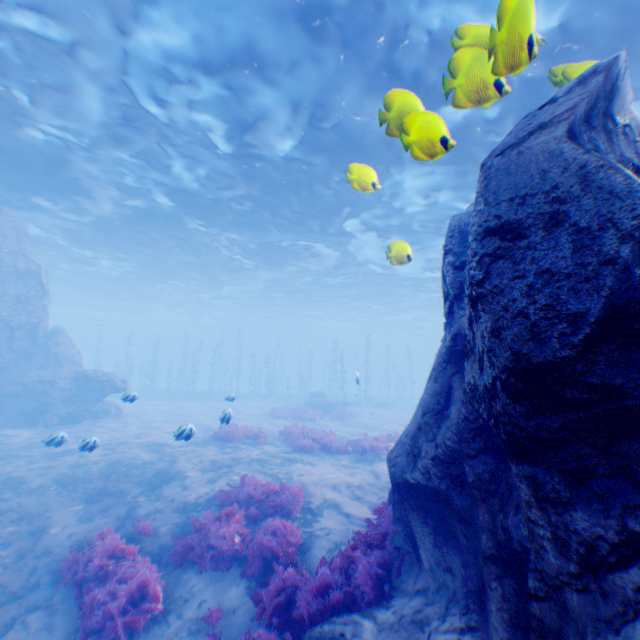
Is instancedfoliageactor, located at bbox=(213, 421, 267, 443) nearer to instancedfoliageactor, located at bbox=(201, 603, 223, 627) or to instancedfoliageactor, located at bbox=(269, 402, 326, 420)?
instancedfoliageactor, located at bbox=(269, 402, 326, 420)

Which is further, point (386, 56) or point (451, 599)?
point (386, 56)

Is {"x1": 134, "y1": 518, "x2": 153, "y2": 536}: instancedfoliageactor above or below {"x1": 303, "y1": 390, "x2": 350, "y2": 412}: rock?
below

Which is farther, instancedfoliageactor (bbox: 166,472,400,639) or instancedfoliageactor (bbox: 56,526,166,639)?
instancedfoliageactor (bbox: 56,526,166,639)

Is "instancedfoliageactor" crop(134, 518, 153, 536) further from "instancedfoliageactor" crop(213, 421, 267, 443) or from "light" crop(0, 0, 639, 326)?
"light" crop(0, 0, 639, 326)

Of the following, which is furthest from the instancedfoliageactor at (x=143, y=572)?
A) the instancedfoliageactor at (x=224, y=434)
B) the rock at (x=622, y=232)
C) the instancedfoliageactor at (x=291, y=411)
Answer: the instancedfoliageactor at (x=291, y=411)

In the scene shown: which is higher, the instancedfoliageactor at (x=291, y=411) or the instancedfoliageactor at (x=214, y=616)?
the instancedfoliageactor at (x=291, y=411)

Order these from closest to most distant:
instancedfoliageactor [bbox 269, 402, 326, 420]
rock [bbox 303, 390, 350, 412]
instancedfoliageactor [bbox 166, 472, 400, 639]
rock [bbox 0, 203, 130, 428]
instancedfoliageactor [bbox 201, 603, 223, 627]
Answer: instancedfoliageactor [bbox 166, 472, 400, 639] → instancedfoliageactor [bbox 201, 603, 223, 627] → rock [bbox 0, 203, 130, 428] → instancedfoliageactor [bbox 269, 402, 326, 420] → rock [bbox 303, 390, 350, 412]
